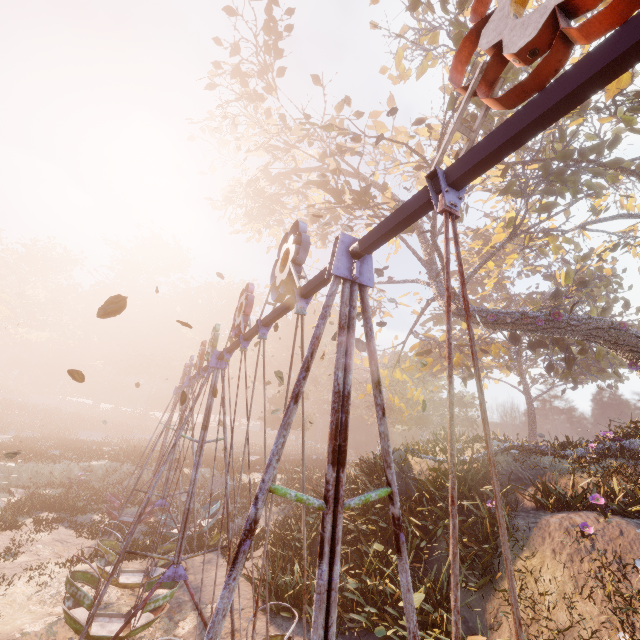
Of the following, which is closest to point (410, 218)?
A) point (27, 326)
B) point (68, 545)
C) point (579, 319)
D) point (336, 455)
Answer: point (336, 455)

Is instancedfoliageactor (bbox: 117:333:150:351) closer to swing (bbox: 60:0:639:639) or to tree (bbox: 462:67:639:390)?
swing (bbox: 60:0:639:639)

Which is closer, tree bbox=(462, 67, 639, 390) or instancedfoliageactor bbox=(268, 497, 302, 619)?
instancedfoliageactor bbox=(268, 497, 302, 619)

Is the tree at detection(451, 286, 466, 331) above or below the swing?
above

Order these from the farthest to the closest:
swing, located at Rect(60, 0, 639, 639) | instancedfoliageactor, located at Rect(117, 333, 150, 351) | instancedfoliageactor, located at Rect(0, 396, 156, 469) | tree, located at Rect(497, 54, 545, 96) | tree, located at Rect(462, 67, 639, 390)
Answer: instancedfoliageactor, located at Rect(117, 333, 150, 351) → instancedfoliageactor, located at Rect(0, 396, 156, 469) → tree, located at Rect(462, 67, 639, 390) → tree, located at Rect(497, 54, 545, 96) → swing, located at Rect(60, 0, 639, 639)

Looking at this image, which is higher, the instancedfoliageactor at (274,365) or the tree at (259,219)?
the tree at (259,219)

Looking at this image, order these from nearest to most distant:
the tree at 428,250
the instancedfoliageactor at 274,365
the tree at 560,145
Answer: the tree at 560,145 → the tree at 428,250 → the instancedfoliageactor at 274,365

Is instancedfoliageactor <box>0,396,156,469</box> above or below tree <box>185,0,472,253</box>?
below
